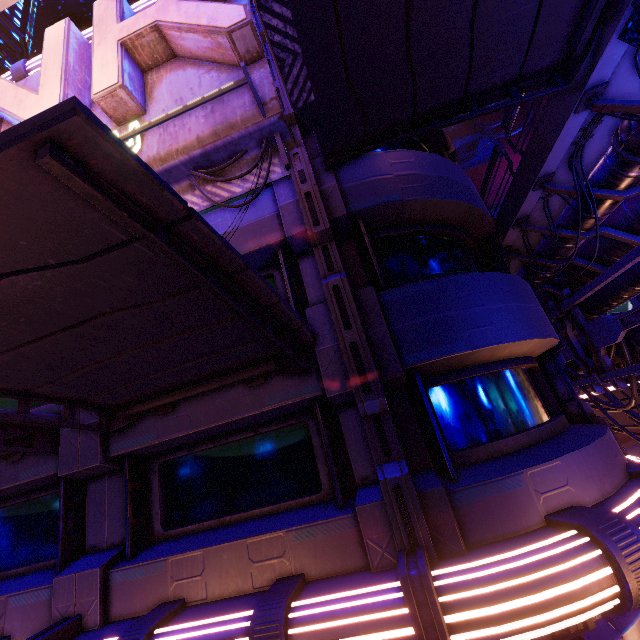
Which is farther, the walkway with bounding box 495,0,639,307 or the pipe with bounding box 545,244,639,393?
the pipe with bounding box 545,244,639,393

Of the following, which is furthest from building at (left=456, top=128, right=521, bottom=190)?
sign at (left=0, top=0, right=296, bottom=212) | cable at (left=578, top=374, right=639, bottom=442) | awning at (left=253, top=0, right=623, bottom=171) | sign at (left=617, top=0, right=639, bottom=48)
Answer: sign at (left=0, top=0, right=296, bottom=212)

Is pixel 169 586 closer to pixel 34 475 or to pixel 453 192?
pixel 34 475

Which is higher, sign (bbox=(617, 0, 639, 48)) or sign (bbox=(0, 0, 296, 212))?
sign (bbox=(0, 0, 296, 212))

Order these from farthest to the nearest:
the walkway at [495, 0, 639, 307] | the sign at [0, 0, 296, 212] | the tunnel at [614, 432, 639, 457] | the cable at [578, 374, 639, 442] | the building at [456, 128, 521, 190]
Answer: the tunnel at [614, 432, 639, 457] < the building at [456, 128, 521, 190] < the cable at [578, 374, 639, 442] < the sign at [0, 0, 296, 212] < the walkway at [495, 0, 639, 307]

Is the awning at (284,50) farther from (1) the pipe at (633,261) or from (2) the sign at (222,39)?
(1) the pipe at (633,261)

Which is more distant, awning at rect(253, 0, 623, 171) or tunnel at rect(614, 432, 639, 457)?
tunnel at rect(614, 432, 639, 457)

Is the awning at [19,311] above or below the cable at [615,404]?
above
